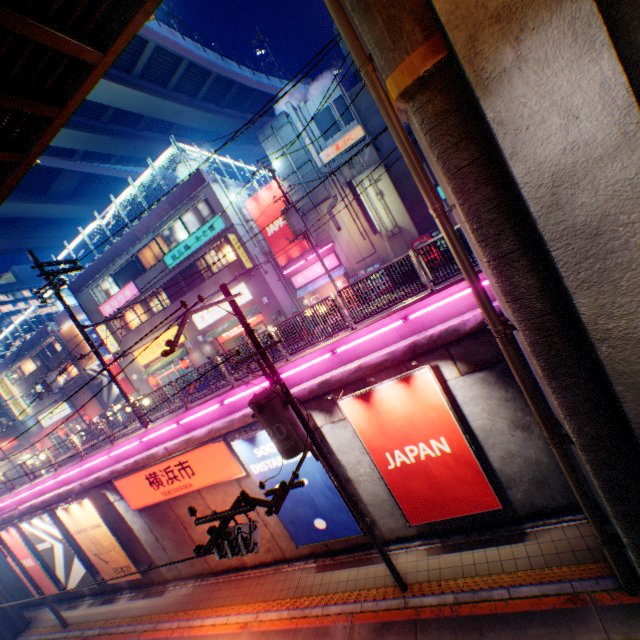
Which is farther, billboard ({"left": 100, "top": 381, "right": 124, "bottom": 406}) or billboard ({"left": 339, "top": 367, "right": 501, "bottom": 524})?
billboard ({"left": 100, "top": 381, "right": 124, "bottom": 406})

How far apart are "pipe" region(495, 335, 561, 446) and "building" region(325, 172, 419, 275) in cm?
1444

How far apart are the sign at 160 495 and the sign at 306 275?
13.5 meters

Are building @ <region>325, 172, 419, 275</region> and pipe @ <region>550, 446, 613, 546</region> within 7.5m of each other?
no

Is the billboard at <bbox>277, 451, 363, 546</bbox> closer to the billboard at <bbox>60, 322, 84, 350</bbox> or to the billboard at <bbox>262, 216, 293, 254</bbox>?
the billboard at <bbox>262, 216, 293, 254</bbox>

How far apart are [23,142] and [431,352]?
11.9 meters

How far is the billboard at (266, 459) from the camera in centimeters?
1011cm

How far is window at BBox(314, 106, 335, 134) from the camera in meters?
19.2
